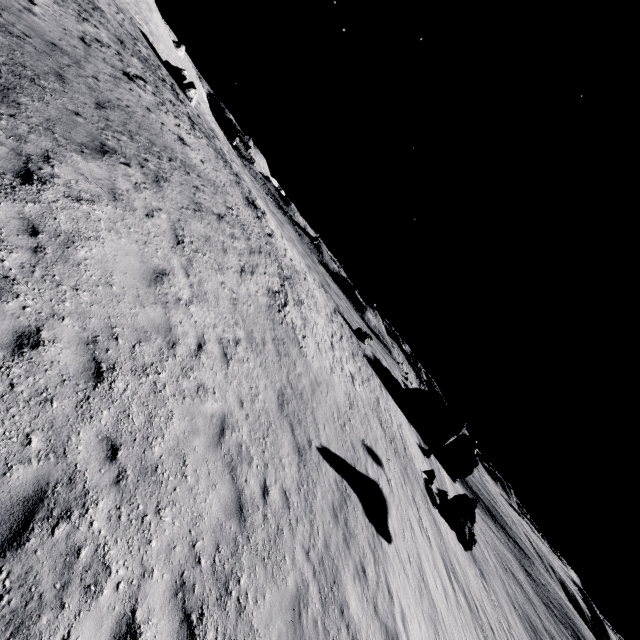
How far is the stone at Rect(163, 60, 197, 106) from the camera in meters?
43.0 m

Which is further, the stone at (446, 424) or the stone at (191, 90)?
the stone at (446, 424)

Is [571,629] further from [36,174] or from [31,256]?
[36,174]

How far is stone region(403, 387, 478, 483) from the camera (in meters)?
47.47

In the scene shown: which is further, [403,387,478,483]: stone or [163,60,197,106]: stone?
[403,387,478,483]: stone

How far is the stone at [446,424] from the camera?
47.47m
